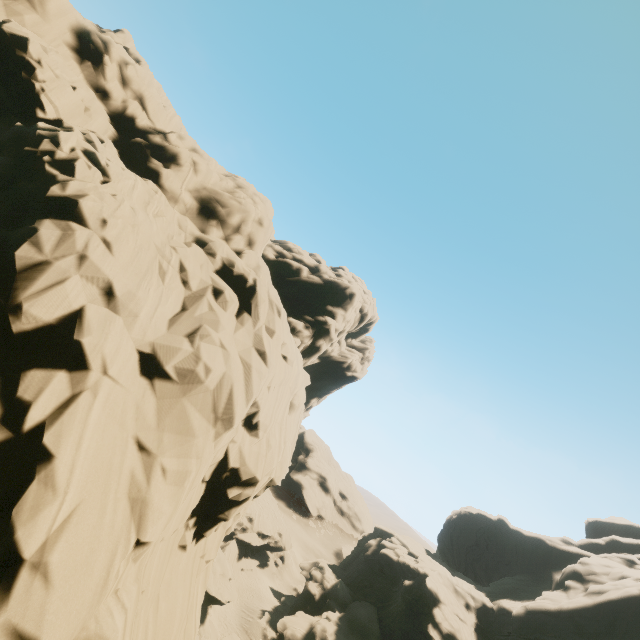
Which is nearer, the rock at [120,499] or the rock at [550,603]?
the rock at [120,499]

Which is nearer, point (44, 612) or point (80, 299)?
point (44, 612)

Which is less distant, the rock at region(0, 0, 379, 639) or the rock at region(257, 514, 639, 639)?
the rock at region(0, 0, 379, 639)
